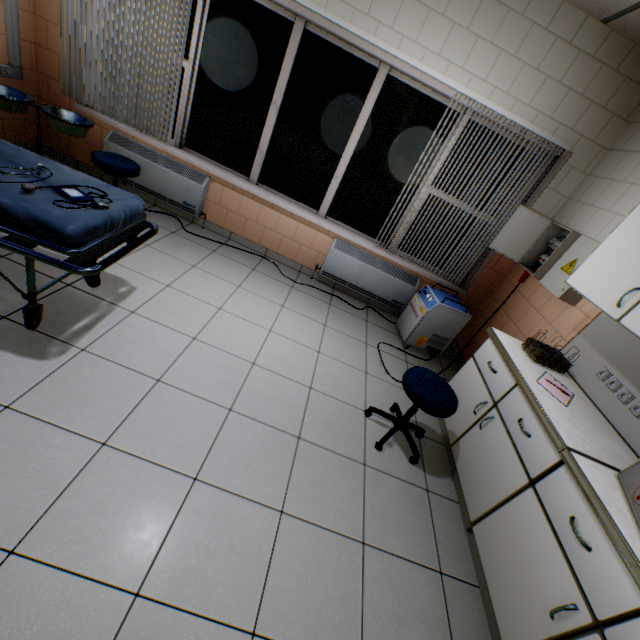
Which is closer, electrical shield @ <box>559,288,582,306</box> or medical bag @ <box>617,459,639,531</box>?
medical bag @ <box>617,459,639,531</box>

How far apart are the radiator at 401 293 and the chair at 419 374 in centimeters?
170cm

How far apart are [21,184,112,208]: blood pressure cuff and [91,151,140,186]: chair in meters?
1.4 m

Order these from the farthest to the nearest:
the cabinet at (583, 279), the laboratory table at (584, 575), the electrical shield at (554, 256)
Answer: the electrical shield at (554, 256)
the cabinet at (583, 279)
the laboratory table at (584, 575)

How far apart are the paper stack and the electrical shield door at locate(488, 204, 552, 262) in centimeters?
138cm

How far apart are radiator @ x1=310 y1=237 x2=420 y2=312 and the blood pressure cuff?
2.4 meters

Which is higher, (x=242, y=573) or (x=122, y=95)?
(x=122, y=95)

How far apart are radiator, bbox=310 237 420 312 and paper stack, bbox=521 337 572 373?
1.7m
